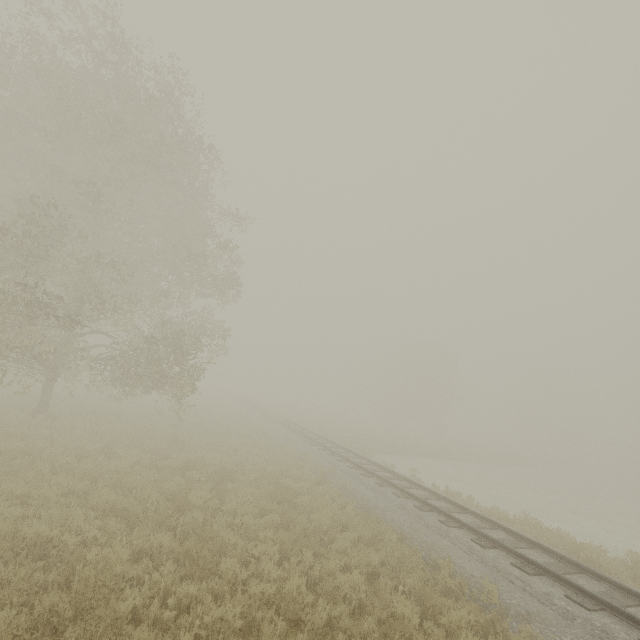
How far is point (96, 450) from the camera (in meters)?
12.15
